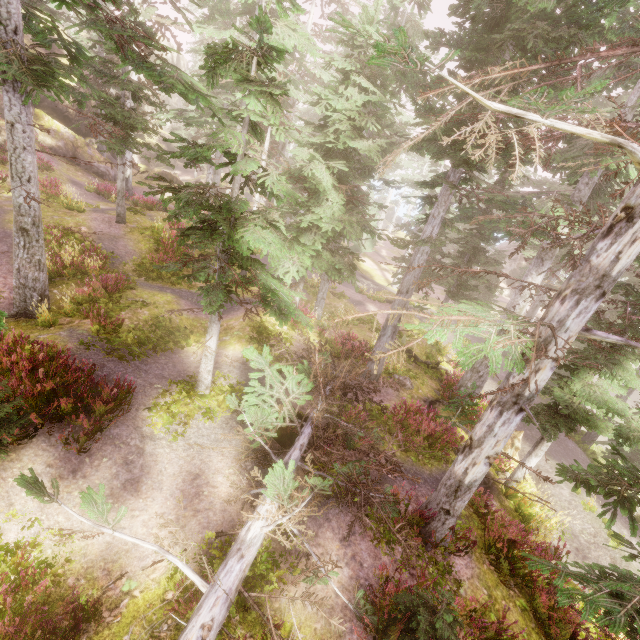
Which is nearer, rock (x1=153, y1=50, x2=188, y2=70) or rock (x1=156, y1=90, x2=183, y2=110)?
rock (x1=153, y1=50, x2=188, y2=70)

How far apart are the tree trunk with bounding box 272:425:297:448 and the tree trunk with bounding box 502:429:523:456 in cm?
755

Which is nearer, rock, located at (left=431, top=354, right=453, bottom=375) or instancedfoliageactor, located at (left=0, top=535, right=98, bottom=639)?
instancedfoliageactor, located at (left=0, top=535, right=98, bottom=639)

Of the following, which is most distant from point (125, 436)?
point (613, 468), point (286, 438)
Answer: point (613, 468)

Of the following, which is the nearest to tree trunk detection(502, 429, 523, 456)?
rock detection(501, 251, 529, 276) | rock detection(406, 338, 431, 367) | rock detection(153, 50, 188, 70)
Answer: rock detection(406, 338, 431, 367)

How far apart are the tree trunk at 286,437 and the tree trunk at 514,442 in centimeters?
755cm

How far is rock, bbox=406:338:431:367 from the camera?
17.73m

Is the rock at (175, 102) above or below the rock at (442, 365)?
above
